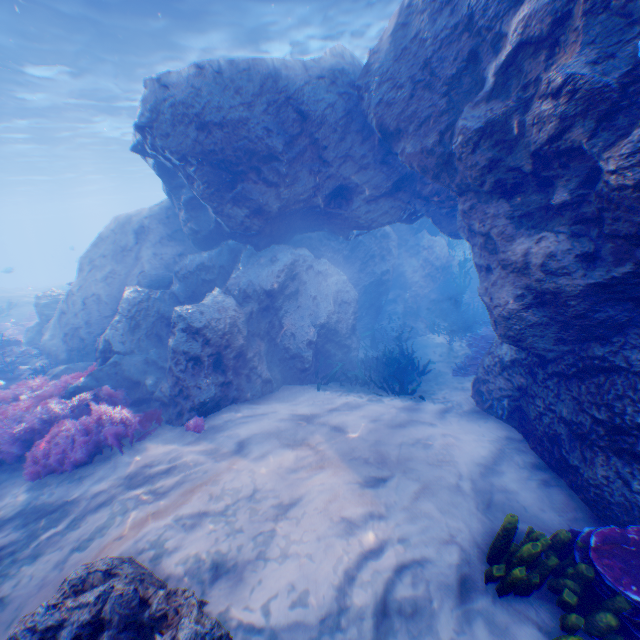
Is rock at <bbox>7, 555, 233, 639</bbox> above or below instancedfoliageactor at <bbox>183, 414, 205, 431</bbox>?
above

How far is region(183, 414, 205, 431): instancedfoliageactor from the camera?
6.05m

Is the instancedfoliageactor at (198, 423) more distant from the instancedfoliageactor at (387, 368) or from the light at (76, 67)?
the light at (76, 67)

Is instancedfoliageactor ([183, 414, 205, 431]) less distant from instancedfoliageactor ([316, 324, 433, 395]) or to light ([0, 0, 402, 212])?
instancedfoliageactor ([316, 324, 433, 395])

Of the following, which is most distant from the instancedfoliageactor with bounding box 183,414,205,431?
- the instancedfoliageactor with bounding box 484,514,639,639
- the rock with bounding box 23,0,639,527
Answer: the instancedfoliageactor with bounding box 484,514,639,639

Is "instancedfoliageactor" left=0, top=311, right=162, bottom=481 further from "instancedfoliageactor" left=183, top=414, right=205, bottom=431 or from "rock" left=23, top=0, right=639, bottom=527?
"instancedfoliageactor" left=183, top=414, right=205, bottom=431

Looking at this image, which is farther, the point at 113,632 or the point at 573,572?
the point at 573,572

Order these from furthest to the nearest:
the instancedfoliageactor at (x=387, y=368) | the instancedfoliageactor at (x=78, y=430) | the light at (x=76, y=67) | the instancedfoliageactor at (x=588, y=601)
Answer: the light at (x=76, y=67), the instancedfoliageactor at (x=387, y=368), the instancedfoliageactor at (x=78, y=430), the instancedfoliageactor at (x=588, y=601)
